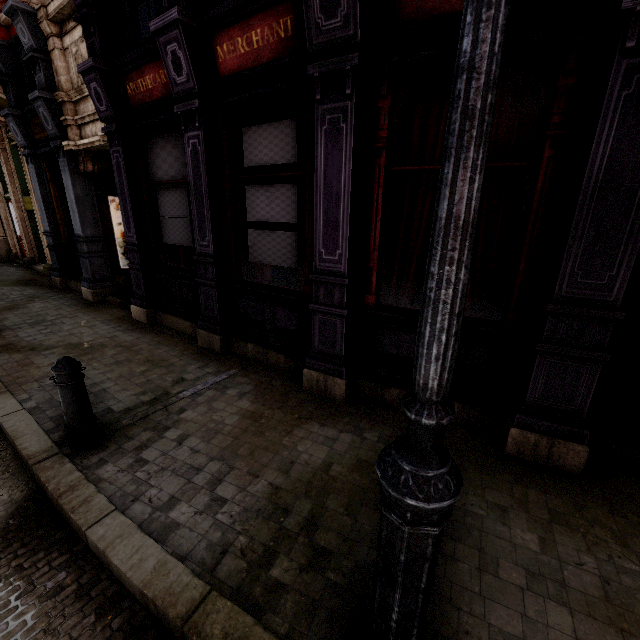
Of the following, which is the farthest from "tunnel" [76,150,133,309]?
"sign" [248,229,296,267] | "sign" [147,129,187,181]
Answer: "sign" [248,229,296,267]

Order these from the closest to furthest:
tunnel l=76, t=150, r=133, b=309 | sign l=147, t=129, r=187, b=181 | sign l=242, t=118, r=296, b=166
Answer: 1. sign l=242, t=118, r=296, b=166
2. sign l=147, t=129, r=187, b=181
3. tunnel l=76, t=150, r=133, b=309

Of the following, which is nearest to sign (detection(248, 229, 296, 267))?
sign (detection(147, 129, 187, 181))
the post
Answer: sign (detection(147, 129, 187, 181))

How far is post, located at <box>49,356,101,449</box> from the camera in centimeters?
312cm

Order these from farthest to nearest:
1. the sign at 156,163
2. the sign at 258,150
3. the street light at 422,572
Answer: the sign at 156,163 → the sign at 258,150 → the street light at 422,572

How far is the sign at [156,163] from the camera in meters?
5.5

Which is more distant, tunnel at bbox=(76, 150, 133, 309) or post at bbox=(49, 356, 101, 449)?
tunnel at bbox=(76, 150, 133, 309)

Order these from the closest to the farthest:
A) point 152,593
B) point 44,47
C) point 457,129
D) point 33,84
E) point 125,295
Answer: point 457,129 → point 152,593 → point 44,47 → point 33,84 → point 125,295
